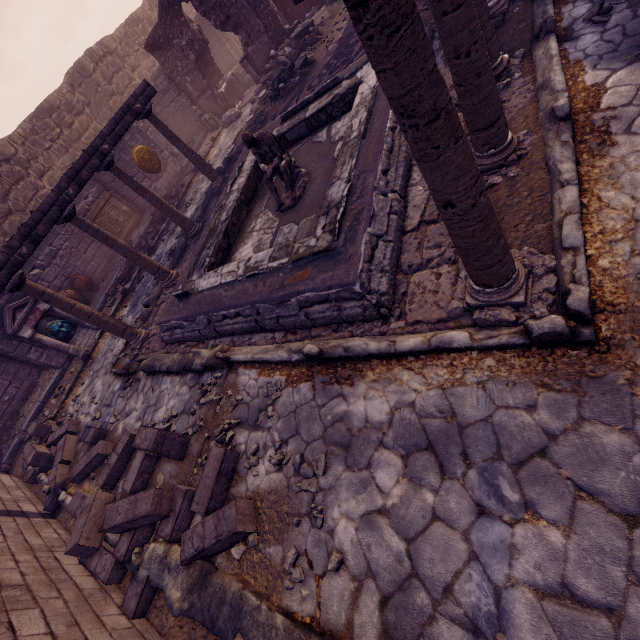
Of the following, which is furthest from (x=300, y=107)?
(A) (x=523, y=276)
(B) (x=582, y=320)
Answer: (B) (x=582, y=320)

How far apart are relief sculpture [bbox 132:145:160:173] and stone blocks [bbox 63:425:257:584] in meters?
11.8

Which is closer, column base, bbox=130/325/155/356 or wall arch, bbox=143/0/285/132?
column base, bbox=130/325/155/356

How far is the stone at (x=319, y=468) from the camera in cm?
300

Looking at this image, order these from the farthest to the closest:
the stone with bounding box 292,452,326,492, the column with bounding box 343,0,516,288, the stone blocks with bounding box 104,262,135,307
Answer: the stone blocks with bounding box 104,262,135,307 → the stone with bounding box 292,452,326,492 → the column with bounding box 343,0,516,288

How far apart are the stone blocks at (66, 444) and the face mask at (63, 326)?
3.4 meters

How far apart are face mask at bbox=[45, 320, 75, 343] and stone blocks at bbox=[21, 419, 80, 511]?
3.4 meters

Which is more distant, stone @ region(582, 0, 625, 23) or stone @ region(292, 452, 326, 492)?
stone @ region(582, 0, 625, 23)
